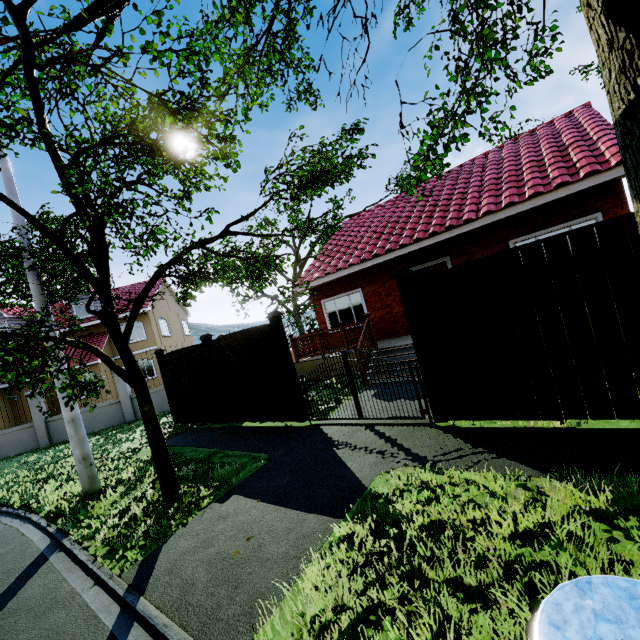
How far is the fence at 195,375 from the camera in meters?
9.4

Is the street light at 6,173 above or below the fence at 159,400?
above

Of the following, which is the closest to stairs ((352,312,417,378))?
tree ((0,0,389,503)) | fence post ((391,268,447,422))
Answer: fence post ((391,268,447,422))

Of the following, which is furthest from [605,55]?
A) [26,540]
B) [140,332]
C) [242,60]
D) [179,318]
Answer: [179,318]

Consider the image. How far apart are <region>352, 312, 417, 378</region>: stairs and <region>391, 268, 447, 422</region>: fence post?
2.3m

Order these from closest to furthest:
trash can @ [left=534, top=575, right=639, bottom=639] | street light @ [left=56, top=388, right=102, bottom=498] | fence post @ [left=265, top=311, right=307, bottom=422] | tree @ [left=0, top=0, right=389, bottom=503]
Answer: Result: trash can @ [left=534, top=575, right=639, bottom=639] → tree @ [left=0, top=0, right=389, bottom=503] → street light @ [left=56, top=388, right=102, bottom=498] → fence post @ [left=265, top=311, right=307, bottom=422]

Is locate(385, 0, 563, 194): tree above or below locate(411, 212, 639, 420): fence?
above

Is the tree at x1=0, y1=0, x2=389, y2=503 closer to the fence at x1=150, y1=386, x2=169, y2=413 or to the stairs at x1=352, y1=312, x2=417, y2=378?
the fence at x1=150, y1=386, x2=169, y2=413
